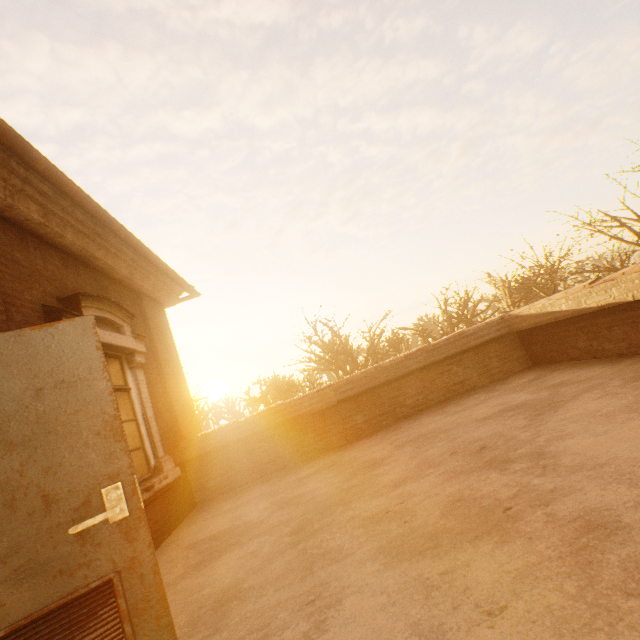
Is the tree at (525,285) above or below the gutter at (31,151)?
below

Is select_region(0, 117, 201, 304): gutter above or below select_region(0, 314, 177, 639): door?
above

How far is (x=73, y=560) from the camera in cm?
163

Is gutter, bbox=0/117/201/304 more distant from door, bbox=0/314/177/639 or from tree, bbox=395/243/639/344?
tree, bbox=395/243/639/344

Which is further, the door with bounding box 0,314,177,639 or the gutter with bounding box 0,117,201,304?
the gutter with bounding box 0,117,201,304

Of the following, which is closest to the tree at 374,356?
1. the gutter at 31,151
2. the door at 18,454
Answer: the gutter at 31,151
